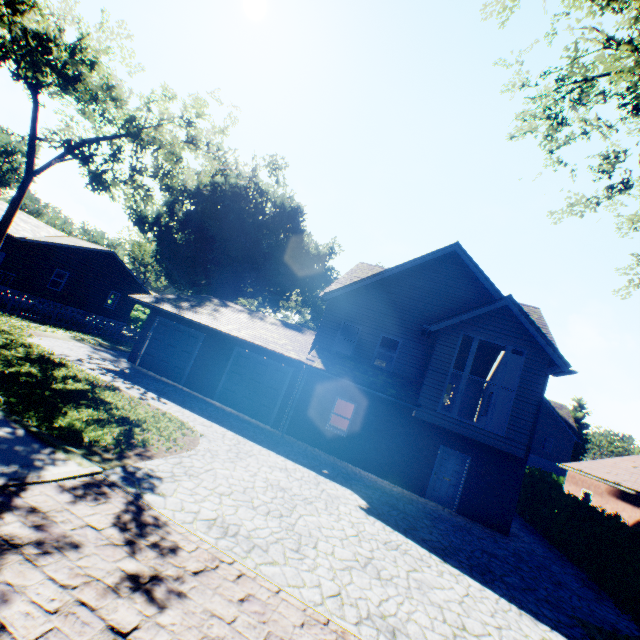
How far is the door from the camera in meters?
13.2 m

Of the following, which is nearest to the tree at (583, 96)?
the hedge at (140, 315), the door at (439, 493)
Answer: the hedge at (140, 315)

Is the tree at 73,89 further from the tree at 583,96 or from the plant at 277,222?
the tree at 583,96

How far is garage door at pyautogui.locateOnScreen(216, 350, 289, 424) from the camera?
15.9 meters

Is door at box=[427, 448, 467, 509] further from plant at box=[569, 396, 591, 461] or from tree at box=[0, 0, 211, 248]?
plant at box=[569, 396, 591, 461]

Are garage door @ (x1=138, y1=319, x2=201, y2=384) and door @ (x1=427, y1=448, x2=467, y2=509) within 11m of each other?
no

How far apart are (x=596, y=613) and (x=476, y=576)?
3.7 meters

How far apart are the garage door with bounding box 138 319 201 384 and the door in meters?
13.0 m
